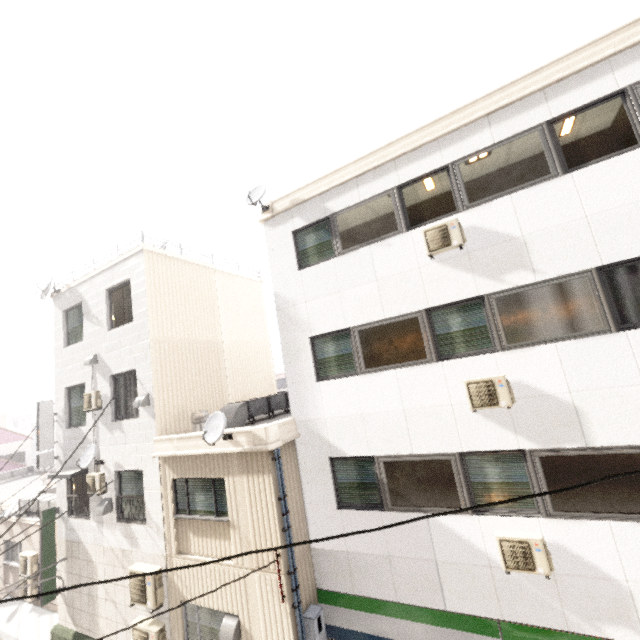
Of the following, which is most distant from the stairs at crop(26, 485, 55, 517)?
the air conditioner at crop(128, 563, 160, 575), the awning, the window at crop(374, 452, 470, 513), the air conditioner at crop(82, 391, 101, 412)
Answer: the window at crop(374, 452, 470, 513)

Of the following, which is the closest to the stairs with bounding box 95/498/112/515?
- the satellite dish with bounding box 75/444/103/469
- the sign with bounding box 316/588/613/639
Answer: the satellite dish with bounding box 75/444/103/469

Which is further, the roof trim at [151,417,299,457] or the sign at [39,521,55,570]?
the sign at [39,521,55,570]

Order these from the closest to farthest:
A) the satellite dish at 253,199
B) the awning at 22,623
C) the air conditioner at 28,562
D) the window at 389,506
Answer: the window at 389,506
the satellite dish at 253,199
the awning at 22,623
the air conditioner at 28,562

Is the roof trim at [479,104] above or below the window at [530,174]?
above

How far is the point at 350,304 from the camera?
7.85m

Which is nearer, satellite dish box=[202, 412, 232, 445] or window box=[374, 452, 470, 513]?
window box=[374, 452, 470, 513]

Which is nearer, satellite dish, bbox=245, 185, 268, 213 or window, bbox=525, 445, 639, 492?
window, bbox=525, 445, 639, 492
